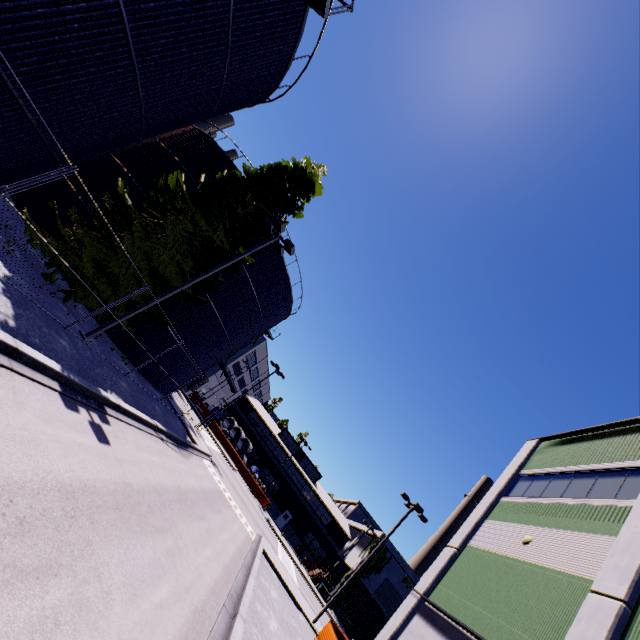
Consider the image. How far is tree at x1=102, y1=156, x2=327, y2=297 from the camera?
14.90m

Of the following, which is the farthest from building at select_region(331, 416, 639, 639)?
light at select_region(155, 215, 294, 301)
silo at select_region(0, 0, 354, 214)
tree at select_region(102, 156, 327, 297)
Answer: light at select_region(155, 215, 294, 301)

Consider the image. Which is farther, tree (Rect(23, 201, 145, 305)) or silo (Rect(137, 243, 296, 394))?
silo (Rect(137, 243, 296, 394))

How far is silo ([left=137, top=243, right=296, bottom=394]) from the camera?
21.33m

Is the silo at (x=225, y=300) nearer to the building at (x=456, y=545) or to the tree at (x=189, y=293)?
the tree at (x=189, y=293)

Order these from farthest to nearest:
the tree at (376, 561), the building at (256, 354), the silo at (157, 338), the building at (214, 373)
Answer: the building at (256, 354) → the building at (214, 373) → the tree at (376, 561) → the silo at (157, 338)

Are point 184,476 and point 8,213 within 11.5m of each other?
no
